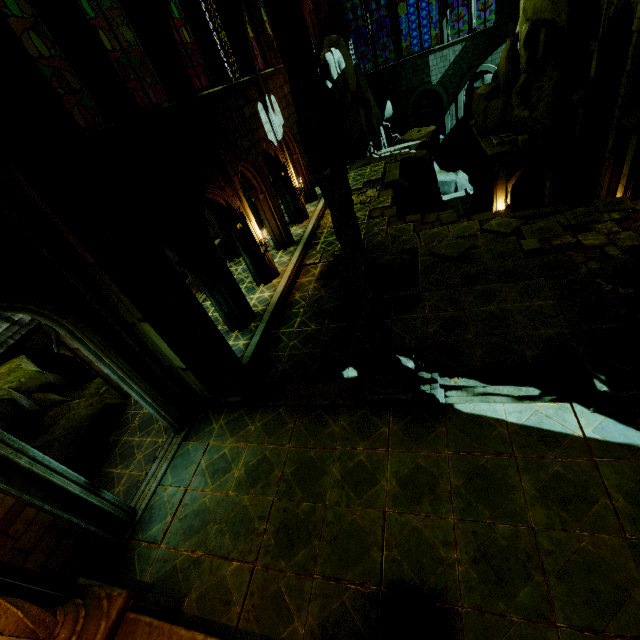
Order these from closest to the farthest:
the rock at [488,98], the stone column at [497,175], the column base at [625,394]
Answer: the column base at [625,394] < the rock at [488,98] < the stone column at [497,175]

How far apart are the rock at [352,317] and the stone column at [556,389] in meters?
3.4 m

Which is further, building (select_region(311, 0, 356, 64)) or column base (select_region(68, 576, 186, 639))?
building (select_region(311, 0, 356, 64))

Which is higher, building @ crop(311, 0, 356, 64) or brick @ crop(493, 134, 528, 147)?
building @ crop(311, 0, 356, 64)

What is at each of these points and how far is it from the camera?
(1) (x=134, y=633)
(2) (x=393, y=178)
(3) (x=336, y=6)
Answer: (1) wall trim, 4.6m
(2) trim, 19.4m
(3) building, 29.6m

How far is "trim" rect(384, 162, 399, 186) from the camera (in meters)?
19.31

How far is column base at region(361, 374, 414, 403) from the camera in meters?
6.8

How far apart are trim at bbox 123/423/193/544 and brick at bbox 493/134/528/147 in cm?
2351
